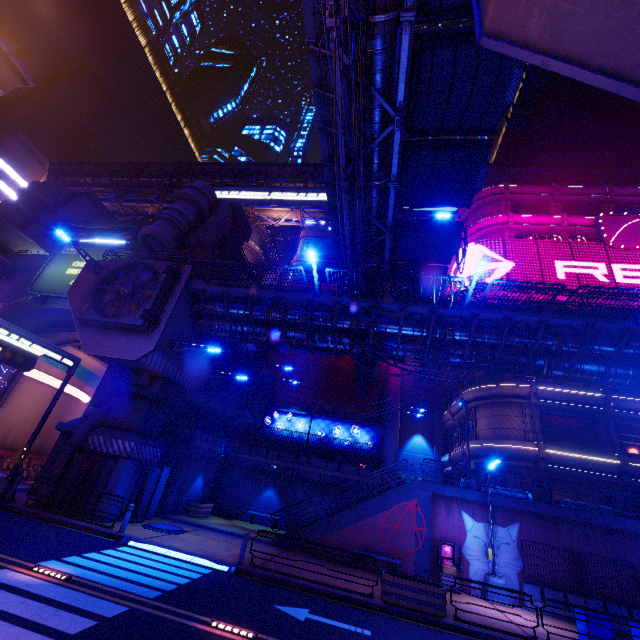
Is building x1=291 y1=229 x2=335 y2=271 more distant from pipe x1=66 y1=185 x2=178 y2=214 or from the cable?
the cable

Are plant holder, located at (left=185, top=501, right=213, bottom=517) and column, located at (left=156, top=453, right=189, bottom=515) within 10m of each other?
yes

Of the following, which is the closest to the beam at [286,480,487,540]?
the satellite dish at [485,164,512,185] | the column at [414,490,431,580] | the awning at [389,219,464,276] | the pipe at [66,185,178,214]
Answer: the column at [414,490,431,580]

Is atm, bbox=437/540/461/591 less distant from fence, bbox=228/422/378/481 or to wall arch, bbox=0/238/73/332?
fence, bbox=228/422/378/481

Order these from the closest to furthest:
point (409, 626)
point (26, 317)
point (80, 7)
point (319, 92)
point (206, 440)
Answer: point (409, 626)
point (319, 92)
point (206, 440)
point (26, 317)
point (80, 7)

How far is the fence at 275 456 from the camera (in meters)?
24.84

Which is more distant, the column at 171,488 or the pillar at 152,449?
the column at 171,488

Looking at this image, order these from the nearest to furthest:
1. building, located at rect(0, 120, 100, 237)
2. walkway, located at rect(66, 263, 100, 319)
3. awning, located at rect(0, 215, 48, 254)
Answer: walkway, located at rect(66, 263, 100, 319), awning, located at rect(0, 215, 48, 254), building, located at rect(0, 120, 100, 237)
